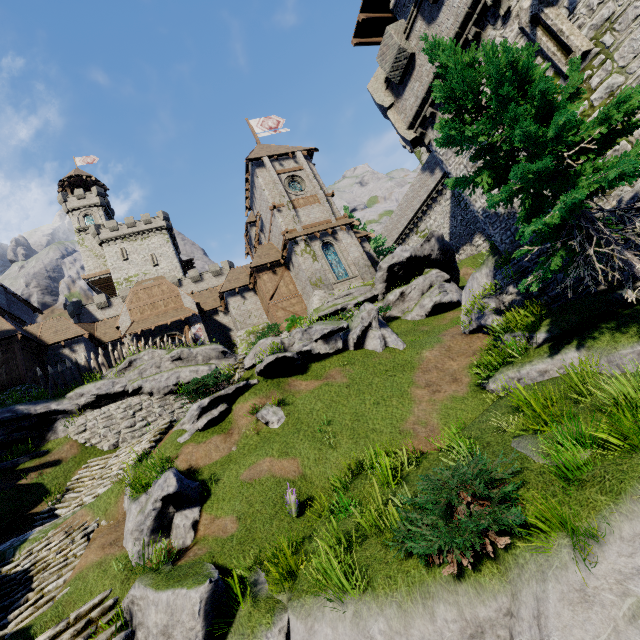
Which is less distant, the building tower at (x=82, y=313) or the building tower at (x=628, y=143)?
the building tower at (x=628, y=143)

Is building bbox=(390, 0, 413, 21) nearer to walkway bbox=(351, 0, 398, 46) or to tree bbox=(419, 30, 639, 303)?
walkway bbox=(351, 0, 398, 46)

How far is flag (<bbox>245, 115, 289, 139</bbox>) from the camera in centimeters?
3516cm

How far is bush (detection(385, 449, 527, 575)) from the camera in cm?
427

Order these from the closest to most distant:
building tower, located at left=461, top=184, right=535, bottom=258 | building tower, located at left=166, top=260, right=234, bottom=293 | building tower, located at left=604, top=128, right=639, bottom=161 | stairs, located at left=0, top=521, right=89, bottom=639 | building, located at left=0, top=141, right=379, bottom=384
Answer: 1. stairs, located at left=0, top=521, right=89, bottom=639
2. building tower, located at left=604, top=128, right=639, bottom=161
3. building tower, located at left=461, top=184, right=535, bottom=258
4. building, located at left=0, top=141, right=379, bottom=384
5. building tower, located at left=166, top=260, right=234, bottom=293

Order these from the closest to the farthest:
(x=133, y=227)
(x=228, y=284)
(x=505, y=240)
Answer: (x=505, y=240) → (x=228, y=284) → (x=133, y=227)

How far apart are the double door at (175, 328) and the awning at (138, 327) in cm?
48

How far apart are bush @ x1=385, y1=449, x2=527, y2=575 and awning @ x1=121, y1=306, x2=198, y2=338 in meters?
25.8 m
